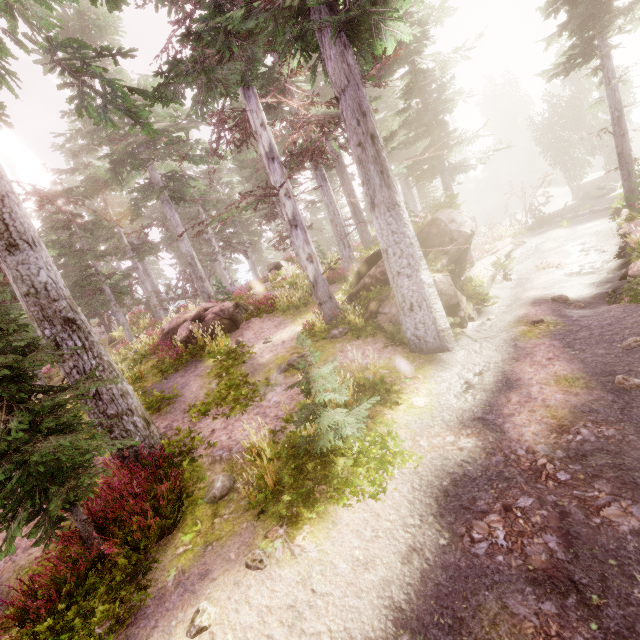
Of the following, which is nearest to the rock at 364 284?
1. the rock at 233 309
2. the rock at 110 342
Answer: the rock at 233 309

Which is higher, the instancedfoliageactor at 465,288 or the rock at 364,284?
the rock at 364,284

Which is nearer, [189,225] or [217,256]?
[217,256]

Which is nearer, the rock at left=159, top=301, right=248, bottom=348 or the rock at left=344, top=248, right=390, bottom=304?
the rock at left=344, top=248, right=390, bottom=304

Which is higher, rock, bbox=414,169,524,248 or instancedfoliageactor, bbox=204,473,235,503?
rock, bbox=414,169,524,248

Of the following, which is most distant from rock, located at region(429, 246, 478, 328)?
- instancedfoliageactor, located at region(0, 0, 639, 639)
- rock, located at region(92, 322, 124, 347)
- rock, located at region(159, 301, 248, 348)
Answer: rock, located at region(92, 322, 124, 347)

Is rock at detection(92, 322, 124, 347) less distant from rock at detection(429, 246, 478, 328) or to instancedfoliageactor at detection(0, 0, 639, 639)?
instancedfoliageactor at detection(0, 0, 639, 639)

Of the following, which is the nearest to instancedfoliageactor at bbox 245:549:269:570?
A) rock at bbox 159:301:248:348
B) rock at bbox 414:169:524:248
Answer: rock at bbox 414:169:524:248
